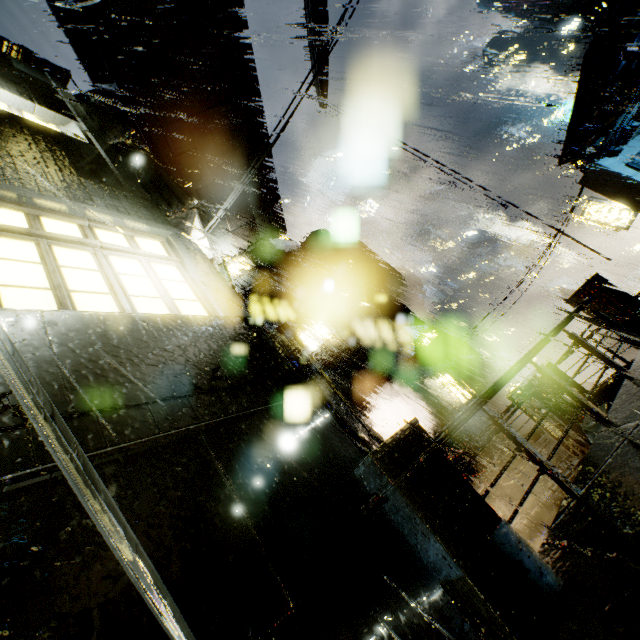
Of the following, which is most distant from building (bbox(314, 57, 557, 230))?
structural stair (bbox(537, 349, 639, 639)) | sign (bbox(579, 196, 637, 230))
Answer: sign (bbox(579, 196, 637, 230))

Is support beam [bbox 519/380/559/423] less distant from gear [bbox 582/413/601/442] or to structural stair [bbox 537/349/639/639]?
gear [bbox 582/413/601/442]

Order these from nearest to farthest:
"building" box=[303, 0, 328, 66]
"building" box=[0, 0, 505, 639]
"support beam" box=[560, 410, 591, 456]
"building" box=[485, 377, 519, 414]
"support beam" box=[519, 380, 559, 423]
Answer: "building" box=[0, 0, 505, 639] → "support beam" box=[560, 410, 591, 456] → "support beam" box=[519, 380, 559, 423] → "building" box=[485, 377, 519, 414] → "building" box=[303, 0, 328, 66]

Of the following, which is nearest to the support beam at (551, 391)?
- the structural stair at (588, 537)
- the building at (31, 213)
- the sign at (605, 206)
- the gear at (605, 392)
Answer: the building at (31, 213)

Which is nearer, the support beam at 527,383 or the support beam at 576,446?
the support beam at 576,446

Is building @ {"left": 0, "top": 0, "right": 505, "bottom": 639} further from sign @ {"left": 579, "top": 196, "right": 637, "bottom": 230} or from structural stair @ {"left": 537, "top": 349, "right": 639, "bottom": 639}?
sign @ {"left": 579, "top": 196, "right": 637, "bottom": 230}

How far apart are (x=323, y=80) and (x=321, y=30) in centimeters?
308cm

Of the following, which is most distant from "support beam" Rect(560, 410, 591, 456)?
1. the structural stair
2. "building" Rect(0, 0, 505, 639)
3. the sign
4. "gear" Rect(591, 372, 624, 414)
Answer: the sign
